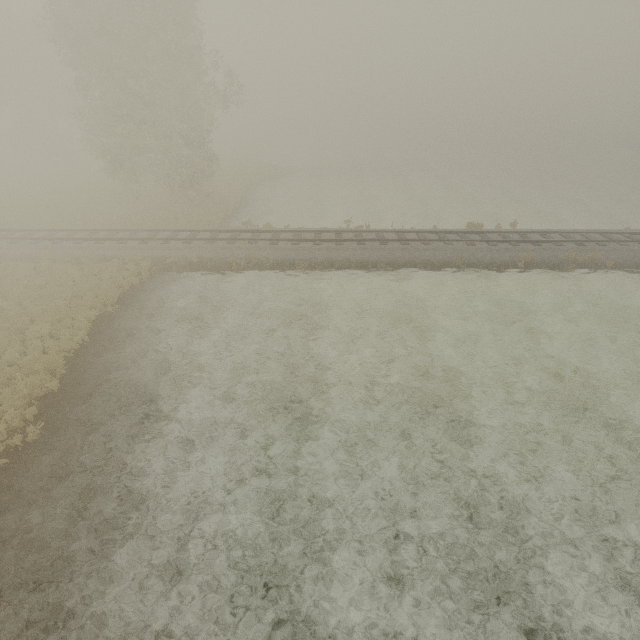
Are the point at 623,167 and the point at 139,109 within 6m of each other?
no
